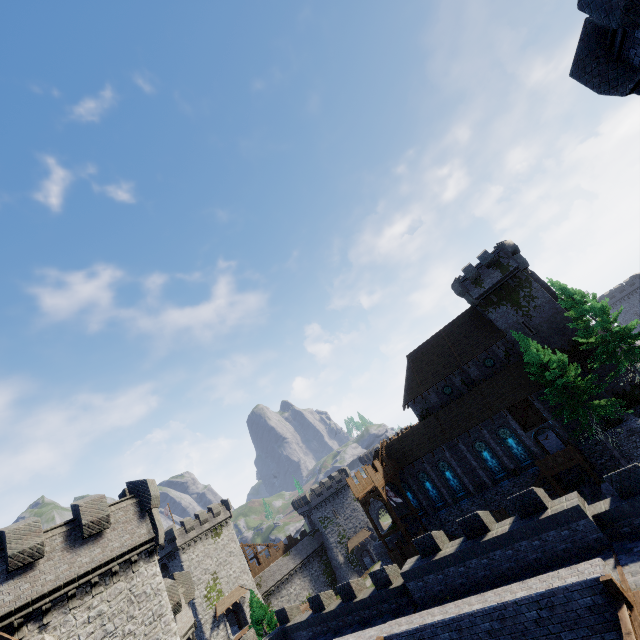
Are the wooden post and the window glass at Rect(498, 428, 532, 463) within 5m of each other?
no

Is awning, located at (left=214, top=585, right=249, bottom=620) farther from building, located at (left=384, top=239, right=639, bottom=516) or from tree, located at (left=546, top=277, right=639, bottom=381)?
tree, located at (left=546, top=277, right=639, bottom=381)

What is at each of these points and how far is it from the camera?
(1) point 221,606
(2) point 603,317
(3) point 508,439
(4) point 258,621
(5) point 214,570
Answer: (1) awning, 46.7 meters
(2) tree, 26.4 meters
(3) window glass, 33.5 meters
(4) instancedfoliageactor, 35.2 meters
(5) building, 49.3 meters

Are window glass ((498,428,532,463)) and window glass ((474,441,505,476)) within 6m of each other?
yes

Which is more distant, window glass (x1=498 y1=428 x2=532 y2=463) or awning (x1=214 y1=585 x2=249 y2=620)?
awning (x1=214 y1=585 x2=249 y2=620)

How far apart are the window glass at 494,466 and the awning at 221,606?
41.7 meters

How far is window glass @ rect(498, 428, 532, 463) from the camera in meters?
32.7

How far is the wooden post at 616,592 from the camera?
9.8m
